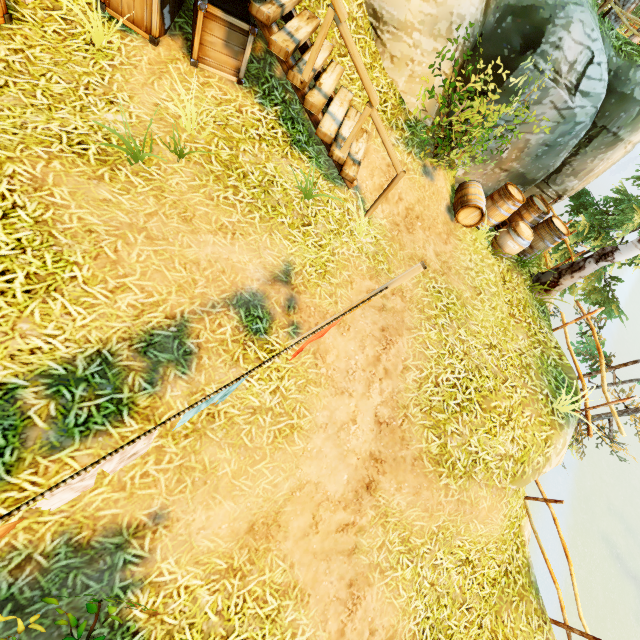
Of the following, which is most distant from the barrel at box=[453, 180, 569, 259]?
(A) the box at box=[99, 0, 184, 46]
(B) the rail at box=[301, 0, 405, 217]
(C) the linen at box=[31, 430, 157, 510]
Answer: (C) the linen at box=[31, 430, 157, 510]

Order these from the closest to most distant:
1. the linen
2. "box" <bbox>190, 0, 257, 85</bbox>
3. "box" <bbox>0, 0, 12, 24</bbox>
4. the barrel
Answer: the linen
"box" <bbox>0, 0, 12, 24</bbox>
"box" <bbox>190, 0, 257, 85</bbox>
the barrel

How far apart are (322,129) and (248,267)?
2.5 meters

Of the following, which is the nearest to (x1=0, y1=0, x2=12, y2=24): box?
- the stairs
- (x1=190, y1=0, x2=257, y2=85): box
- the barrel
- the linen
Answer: (x1=190, y1=0, x2=257, y2=85): box

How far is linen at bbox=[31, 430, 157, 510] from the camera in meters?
1.8

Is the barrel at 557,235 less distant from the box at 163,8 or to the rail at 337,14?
the rail at 337,14

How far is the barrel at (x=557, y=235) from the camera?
7.45m

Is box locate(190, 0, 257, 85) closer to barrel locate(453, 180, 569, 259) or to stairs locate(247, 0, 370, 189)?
stairs locate(247, 0, 370, 189)
